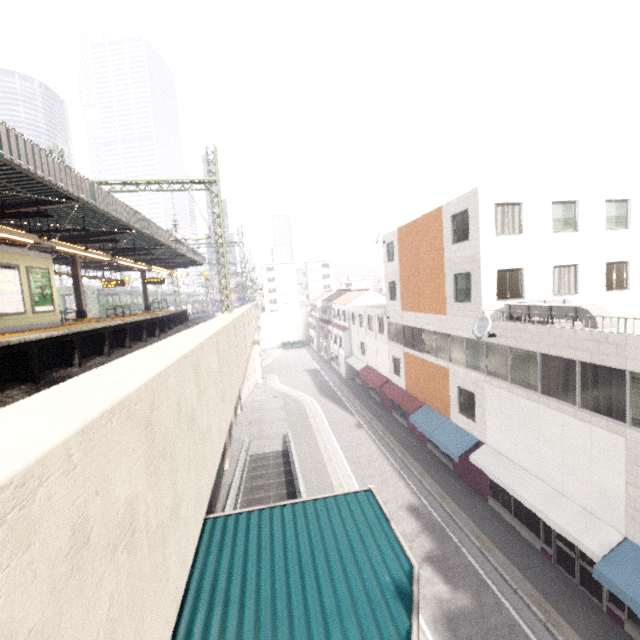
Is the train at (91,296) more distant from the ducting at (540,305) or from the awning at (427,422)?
the ducting at (540,305)

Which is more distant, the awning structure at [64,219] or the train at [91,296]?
the train at [91,296]

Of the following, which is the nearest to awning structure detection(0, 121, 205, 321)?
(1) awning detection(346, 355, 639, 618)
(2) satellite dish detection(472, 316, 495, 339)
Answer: (2) satellite dish detection(472, 316, 495, 339)

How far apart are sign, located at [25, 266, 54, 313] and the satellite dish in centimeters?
1762cm

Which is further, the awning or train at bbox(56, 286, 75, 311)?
train at bbox(56, 286, 75, 311)

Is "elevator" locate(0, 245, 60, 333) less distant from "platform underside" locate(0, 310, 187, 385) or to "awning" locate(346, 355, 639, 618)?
"platform underside" locate(0, 310, 187, 385)

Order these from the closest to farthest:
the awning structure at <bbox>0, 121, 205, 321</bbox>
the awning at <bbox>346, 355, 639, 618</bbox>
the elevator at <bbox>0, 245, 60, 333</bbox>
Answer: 1. the awning structure at <bbox>0, 121, 205, 321</bbox>
2. the awning at <bbox>346, 355, 639, 618</bbox>
3. the elevator at <bbox>0, 245, 60, 333</bbox>

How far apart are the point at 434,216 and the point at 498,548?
15.9m
